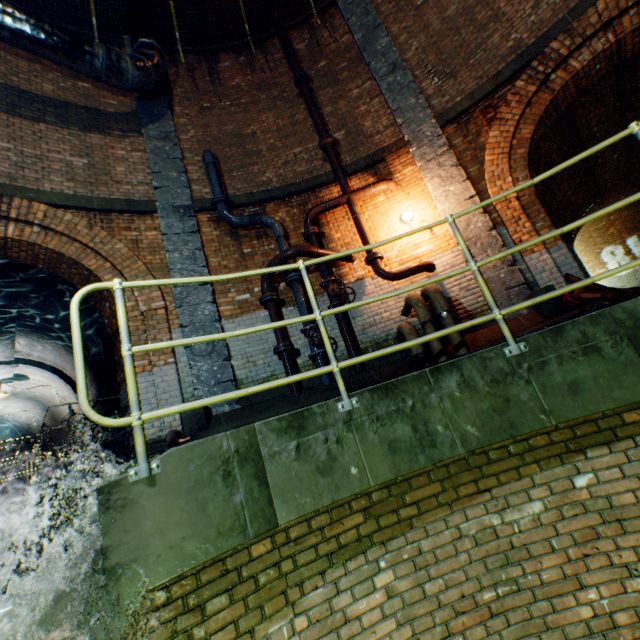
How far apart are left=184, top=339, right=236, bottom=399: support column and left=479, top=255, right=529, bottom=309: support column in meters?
4.7

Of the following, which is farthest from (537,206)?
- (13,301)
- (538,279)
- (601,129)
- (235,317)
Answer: (13,301)

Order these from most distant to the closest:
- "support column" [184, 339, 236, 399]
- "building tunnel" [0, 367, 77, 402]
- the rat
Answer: "building tunnel" [0, 367, 77, 402]
"support column" [184, 339, 236, 399]
the rat

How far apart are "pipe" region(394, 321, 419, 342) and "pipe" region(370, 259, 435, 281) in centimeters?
Answer: 39cm

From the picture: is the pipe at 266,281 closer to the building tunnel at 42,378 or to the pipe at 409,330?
the pipe at 409,330

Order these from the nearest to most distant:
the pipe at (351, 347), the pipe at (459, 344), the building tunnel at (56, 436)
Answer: the pipe at (459, 344) < the pipe at (351, 347) < the building tunnel at (56, 436)

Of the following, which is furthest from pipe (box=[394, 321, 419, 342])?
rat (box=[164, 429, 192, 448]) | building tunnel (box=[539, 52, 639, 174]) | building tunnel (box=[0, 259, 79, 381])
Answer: building tunnel (box=[0, 259, 79, 381])

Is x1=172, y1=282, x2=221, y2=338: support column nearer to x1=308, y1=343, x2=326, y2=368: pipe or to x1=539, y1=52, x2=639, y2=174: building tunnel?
x1=308, y1=343, x2=326, y2=368: pipe
